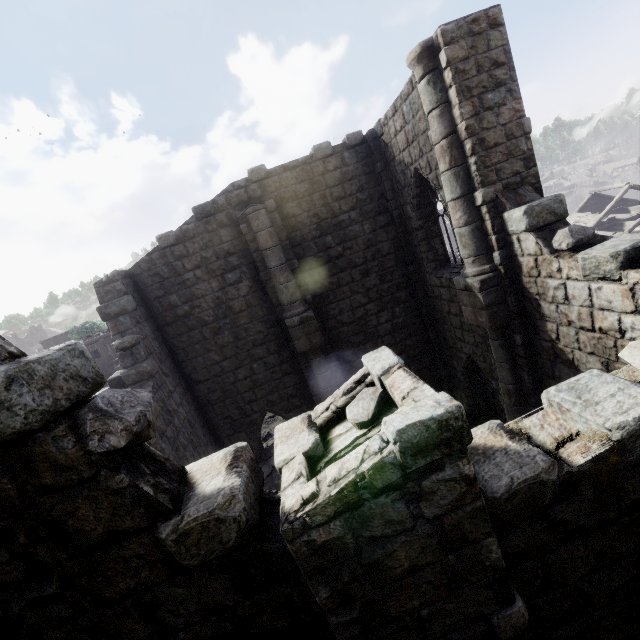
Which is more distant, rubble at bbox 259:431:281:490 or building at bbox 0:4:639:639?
rubble at bbox 259:431:281:490

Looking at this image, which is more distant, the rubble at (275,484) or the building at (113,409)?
the rubble at (275,484)

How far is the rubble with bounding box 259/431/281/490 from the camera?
11.1 meters

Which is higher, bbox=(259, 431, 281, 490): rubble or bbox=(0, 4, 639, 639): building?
bbox=(0, 4, 639, 639): building

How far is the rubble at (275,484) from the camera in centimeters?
1112cm

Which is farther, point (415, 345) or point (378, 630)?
point (415, 345)
